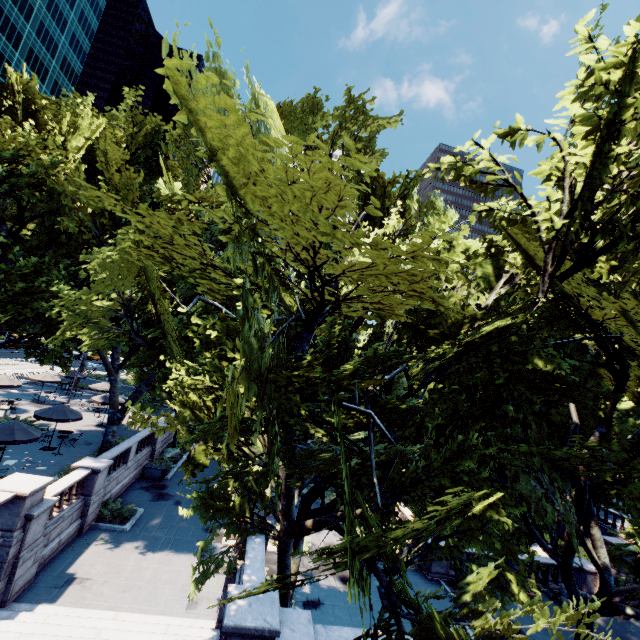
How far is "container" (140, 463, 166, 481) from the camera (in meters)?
23.70

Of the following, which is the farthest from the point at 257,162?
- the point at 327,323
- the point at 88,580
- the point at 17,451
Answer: the point at 17,451

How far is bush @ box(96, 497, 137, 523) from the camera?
17.5 meters

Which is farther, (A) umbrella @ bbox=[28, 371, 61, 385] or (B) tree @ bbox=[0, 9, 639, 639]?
(A) umbrella @ bbox=[28, 371, 61, 385]

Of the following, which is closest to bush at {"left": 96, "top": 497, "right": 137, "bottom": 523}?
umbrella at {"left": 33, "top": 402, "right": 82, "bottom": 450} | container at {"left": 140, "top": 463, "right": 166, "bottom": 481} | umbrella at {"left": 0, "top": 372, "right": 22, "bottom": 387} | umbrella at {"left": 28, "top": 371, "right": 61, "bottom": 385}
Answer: container at {"left": 140, "top": 463, "right": 166, "bottom": 481}

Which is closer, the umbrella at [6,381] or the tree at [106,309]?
the tree at [106,309]

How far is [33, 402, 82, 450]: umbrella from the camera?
20.9 meters

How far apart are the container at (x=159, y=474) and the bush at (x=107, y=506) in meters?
4.7
